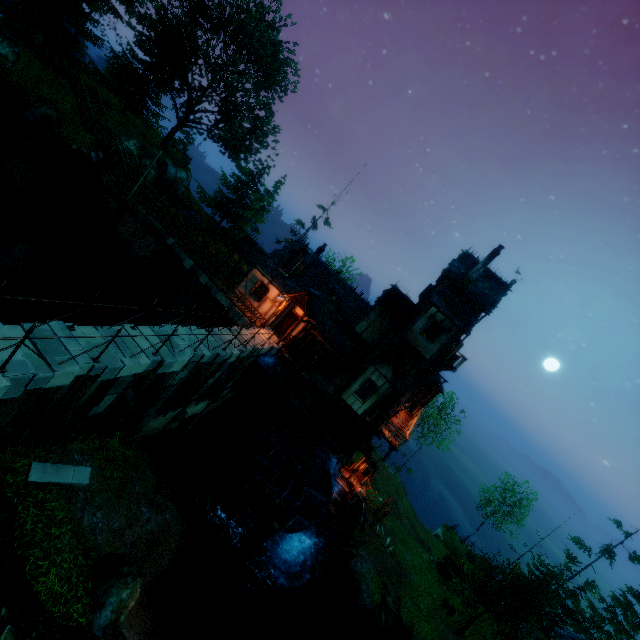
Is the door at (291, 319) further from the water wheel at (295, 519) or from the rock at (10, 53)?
the rock at (10, 53)

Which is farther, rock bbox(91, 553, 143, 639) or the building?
the building

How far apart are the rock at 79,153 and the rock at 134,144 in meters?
6.0 m

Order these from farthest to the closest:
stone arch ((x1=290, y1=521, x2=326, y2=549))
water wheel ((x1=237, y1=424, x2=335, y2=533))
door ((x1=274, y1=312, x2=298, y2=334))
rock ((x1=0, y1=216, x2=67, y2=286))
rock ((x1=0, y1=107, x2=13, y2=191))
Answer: door ((x1=274, y1=312, x2=298, y2=334))
stone arch ((x1=290, y1=521, x2=326, y2=549))
rock ((x1=0, y1=107, x2=13, y2=191))
water wheel ((x1=237, y1=424, x2=335, y2=533))
rock ((x1=0, y1=216, x2=67, y2=286))

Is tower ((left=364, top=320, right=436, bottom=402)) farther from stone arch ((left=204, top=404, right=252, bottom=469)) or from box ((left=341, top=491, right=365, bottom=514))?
box ((left=341, top=491, right=365, bottom=514))

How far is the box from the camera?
24.0 meters

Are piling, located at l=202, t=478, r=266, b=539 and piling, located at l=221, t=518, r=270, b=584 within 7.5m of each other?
yes

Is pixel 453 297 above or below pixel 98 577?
above
